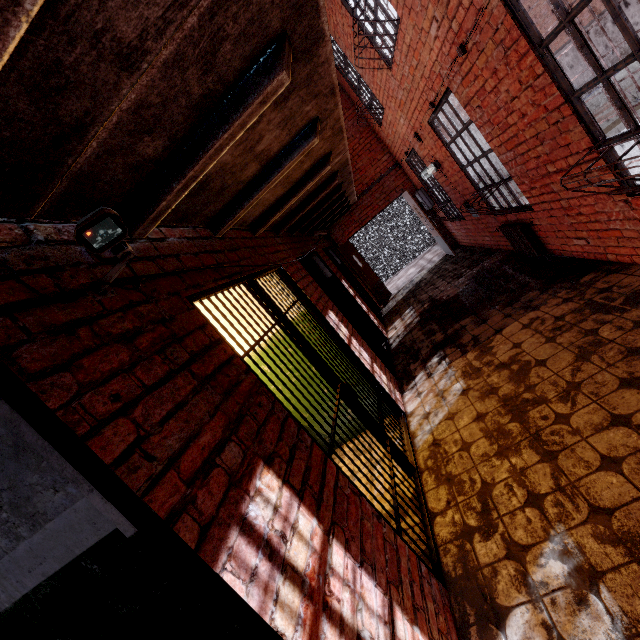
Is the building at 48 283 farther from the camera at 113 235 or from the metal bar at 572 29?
the metal bar at 572 29

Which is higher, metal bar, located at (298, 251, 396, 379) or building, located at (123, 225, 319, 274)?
building, located at (123, 225, 319, 274)

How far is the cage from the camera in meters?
12.2

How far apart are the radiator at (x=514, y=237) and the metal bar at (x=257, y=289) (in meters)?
3.16

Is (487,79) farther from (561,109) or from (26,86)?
(26,86)

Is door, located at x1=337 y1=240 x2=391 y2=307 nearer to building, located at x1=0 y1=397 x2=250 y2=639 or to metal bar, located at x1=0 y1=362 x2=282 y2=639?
building, located at x1=0 y1=397 x2=250 y2=639

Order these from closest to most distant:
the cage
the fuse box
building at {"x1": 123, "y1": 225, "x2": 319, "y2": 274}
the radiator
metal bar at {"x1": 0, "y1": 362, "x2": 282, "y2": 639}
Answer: metal bar at {"x1": 0, "y1": 362, "x2": 282, "y2": 639}
building at {"x1": 123, "y1": 225, "x2": 319, "y2": 274}
the radiator
the fuse box
the cage

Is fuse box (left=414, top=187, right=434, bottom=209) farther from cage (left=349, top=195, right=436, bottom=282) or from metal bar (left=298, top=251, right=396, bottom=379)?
metal bar (left=298, top=251, right=396, bottom=379)
